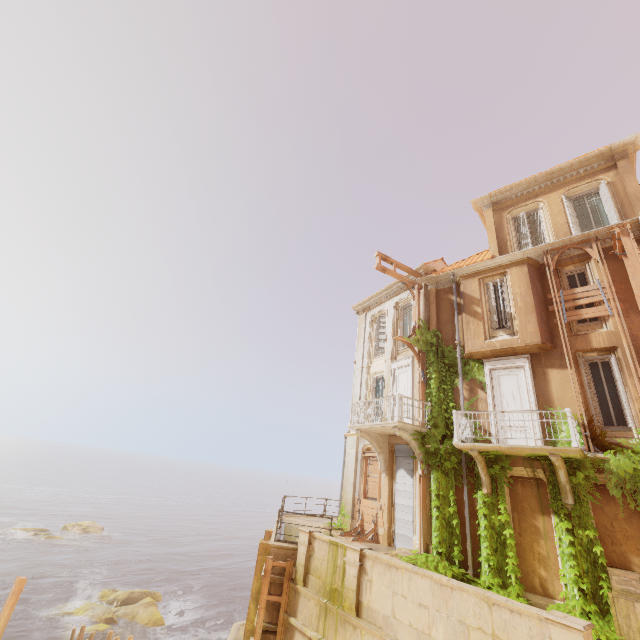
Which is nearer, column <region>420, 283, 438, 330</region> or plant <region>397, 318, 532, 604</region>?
plant <region>397, 318, 532, 604</region>

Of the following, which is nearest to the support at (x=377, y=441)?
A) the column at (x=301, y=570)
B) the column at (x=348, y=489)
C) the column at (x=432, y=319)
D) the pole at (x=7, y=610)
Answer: the column at (x=348, y=489)

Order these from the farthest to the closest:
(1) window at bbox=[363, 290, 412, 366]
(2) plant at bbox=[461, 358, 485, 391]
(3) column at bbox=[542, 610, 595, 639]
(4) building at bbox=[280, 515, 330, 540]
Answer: (1) window at bbox=[363, 290, 412, 366] → (2) plant at bbox=[461, 358, 485, 391] → (4) building at bbox=[280, 515, 330, 540] → (3) column at bbox=[542, 610, 595, 639]

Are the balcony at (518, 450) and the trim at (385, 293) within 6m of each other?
no

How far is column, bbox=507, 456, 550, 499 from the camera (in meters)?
10.78

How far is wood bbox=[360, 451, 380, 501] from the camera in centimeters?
1556cm

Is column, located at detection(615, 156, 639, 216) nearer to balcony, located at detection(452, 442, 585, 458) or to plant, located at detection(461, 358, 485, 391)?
plant, located at detection(461, 358, 485, 391)

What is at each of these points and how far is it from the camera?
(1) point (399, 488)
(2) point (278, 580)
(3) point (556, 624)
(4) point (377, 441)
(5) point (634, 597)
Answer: (1) shutter, 14.48m
(2) building, 10.80m
(3) column, 5.68m
(4) support, 15.41m
(5) crate, 8.34m
